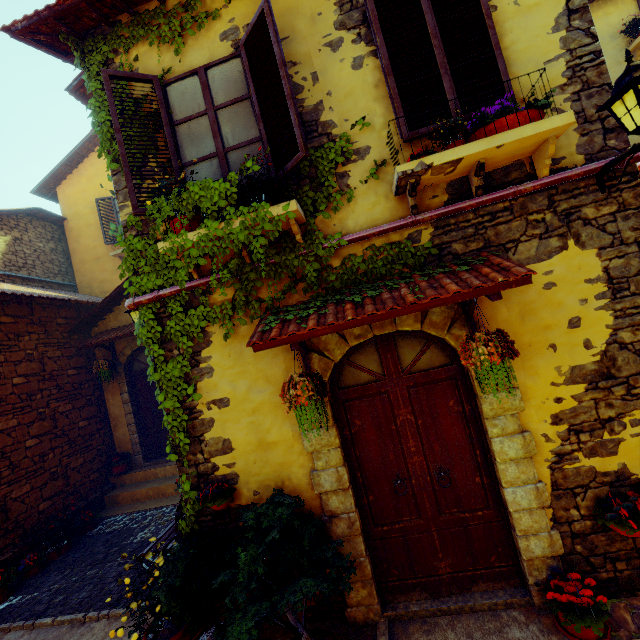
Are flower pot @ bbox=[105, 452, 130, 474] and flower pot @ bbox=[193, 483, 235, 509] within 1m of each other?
no

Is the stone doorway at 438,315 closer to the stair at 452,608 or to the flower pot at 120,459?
the stair at 452,608

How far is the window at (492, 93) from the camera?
3.2 meters

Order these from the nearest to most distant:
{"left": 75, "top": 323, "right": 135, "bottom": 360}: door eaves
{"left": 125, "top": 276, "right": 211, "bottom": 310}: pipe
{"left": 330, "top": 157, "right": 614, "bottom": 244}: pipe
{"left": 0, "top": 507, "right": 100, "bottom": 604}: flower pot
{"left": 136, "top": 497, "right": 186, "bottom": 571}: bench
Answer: {"left": 330, "top": 157, "right": 614, "bottom": 244}: pipe < {"left": 125, "top": 276, "right": 211, "bottom": 310}: pipe < {"left": 136, "top": 497, "right": 186, "bottom": 571}: bench < {"left": 0, "top": 507, "right": 100, "bottom": 604}: flower pot < {"left": 75, "top": 323, "right": 135, "bottom": 360}: door eaves

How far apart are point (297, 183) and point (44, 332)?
7.1 meters

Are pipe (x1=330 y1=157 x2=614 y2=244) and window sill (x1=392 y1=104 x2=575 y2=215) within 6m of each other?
yes

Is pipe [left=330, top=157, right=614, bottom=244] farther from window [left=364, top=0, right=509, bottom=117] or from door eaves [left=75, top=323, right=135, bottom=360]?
door eaves [left=75, top=323, right=135, bottom=360]

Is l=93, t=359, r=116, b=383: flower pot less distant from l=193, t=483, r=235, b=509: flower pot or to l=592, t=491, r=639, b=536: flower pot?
l=193, t=483, r=235, b=509: flower pot
